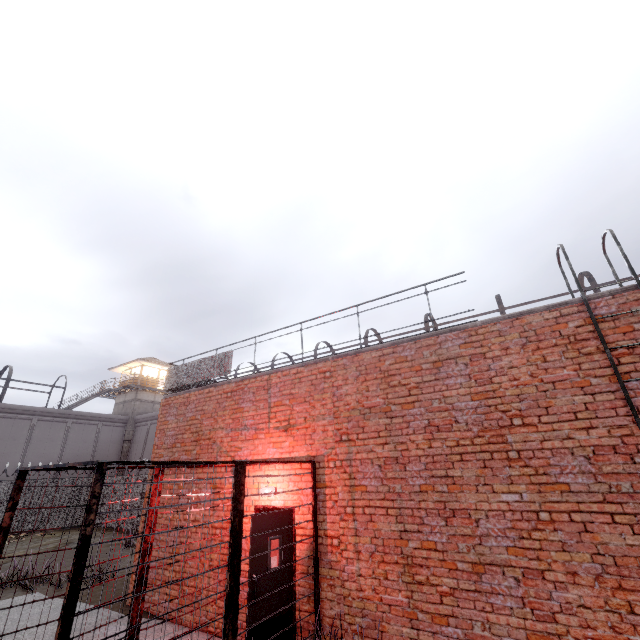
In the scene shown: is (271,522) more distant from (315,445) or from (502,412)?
(502,412)

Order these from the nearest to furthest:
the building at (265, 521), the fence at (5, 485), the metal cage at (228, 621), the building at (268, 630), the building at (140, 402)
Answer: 1. the metal cage at (228, 621)
2. the building at (268, 630)
3. the building at (265, 521)
4. the fence at (5, 485)
5. the building at (140, 402)

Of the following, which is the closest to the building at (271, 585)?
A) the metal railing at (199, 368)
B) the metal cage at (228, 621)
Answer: the metal cage at (228, 621)

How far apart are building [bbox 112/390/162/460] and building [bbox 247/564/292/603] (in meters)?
31.68

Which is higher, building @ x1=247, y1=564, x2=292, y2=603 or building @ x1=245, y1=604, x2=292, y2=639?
building @ x1=247, y1=564, x2=292, y2=603

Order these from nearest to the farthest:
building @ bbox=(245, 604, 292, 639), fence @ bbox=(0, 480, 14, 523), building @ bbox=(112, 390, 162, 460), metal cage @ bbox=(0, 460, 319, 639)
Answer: metal cage @ bbox=(0, 460, 319, 639) < building @ bbox=(245, 604, 292, 639) < fence @ bbox=(0, 480, 14, 523) < building @ bbox=(112, 390, 162, 460)
